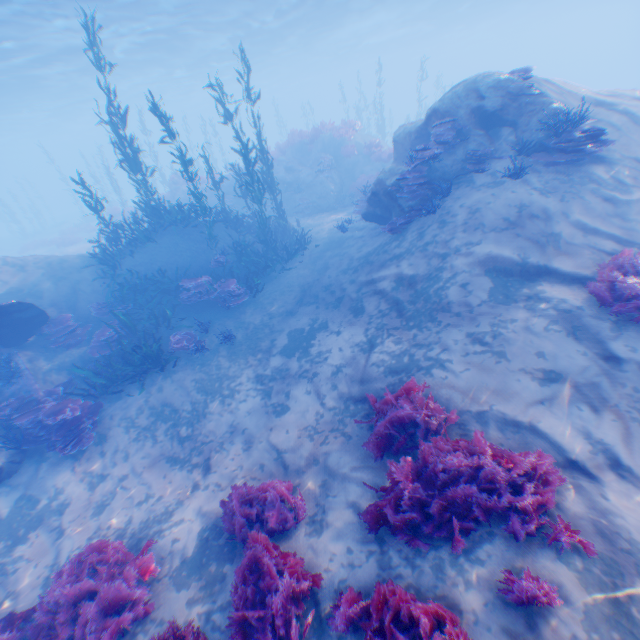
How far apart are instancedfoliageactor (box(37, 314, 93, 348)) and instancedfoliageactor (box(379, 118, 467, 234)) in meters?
11.6

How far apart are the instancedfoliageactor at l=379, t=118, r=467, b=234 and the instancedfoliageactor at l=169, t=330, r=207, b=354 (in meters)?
8.03

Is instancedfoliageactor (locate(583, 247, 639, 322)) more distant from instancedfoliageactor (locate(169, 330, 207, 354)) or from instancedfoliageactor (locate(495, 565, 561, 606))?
instancedfoliageactor (locate(169, 330, 207, 354))

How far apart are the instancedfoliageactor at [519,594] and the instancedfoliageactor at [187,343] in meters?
9.3 m

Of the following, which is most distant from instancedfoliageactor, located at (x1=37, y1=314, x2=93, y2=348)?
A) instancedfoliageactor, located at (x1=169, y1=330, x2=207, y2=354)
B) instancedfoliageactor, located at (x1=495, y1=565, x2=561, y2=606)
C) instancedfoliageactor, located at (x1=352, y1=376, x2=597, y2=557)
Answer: instancedfoliageactor, located at (x1=495, y1=565, x2=561, y2=606)

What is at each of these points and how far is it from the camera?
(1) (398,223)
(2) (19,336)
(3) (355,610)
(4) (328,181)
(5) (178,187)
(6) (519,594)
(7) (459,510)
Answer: (1) instancedfoliageactor, 9.63m
(2) plane, 9.93m
(3) instancedfoliageactor, 3.69m
(4) rock, 19.39m
(5) rock, 22.47m
(6) instancedfoliageactor, 3.12m
(7) instancedfoliageactor, 4.06m

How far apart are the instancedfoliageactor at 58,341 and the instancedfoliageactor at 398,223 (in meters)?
11.59

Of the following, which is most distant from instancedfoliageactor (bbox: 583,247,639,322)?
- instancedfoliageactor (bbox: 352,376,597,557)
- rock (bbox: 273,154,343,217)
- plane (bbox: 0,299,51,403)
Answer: rock (bbox: 273,154,343,217)
